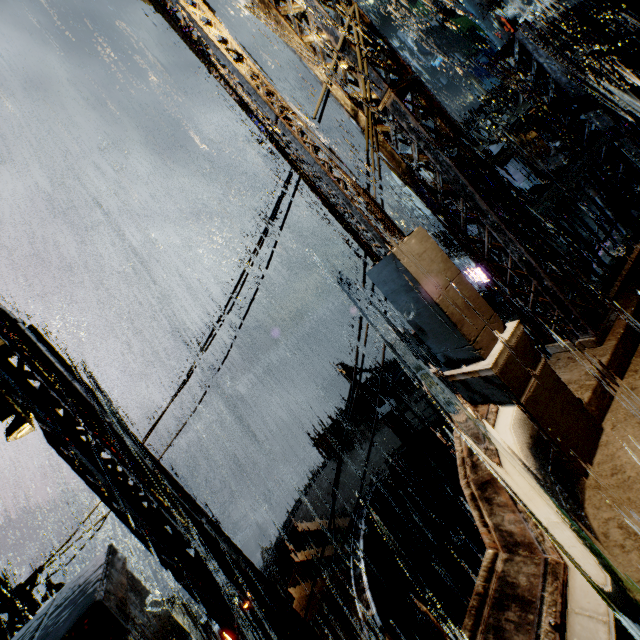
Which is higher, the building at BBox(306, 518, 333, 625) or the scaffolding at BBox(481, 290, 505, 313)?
the scaffolding at BBox(481, 290, 505, 313)

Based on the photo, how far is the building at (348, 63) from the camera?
4.6m

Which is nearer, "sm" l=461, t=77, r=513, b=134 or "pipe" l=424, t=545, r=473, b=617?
"pipe" l=424, t=545, r=473, b=617

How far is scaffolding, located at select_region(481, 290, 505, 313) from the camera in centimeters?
Answer: 773cm

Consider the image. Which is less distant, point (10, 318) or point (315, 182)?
point (315, 182)

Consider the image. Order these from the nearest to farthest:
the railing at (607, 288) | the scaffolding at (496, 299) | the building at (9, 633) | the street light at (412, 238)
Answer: the street light at (412, 238) → the railing at (607, 288) → the building at (9, 633) → the scaffolding at (496, 299)

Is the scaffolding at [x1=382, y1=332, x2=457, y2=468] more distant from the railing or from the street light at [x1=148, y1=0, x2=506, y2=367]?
the street light at [x1=148, y1=0, x2=506, y2=367]

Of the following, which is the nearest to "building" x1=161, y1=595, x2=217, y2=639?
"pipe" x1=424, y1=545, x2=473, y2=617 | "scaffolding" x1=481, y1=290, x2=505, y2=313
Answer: "pipe" x1=424, y1=545, x2=473, y2=617
